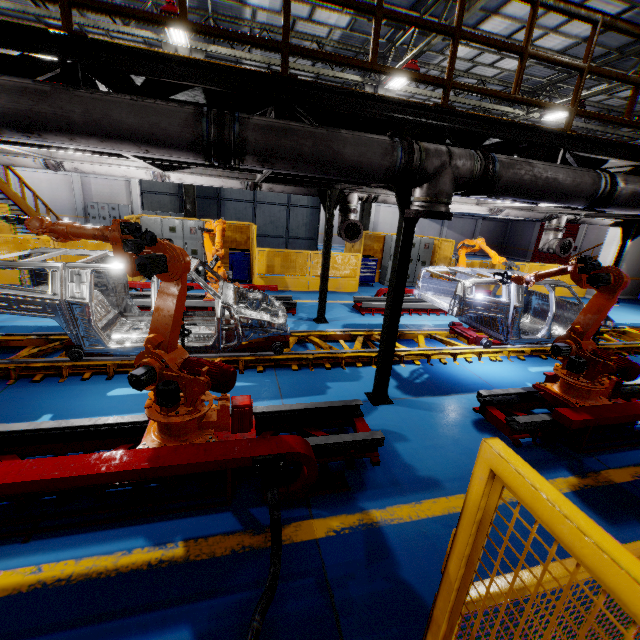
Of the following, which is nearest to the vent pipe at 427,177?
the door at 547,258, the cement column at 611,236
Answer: the cement column at 611,236

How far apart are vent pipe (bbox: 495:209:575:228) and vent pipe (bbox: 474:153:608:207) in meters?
3.7

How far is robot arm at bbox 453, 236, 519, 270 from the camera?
8.6 meters

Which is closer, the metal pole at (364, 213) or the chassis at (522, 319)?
the chassis at (522, 319)

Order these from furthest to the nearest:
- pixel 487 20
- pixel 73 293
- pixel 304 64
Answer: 1. pixel 304 64
2. pixel 487 20
3. pixel 73 293

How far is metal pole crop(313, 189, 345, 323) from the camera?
7.78m

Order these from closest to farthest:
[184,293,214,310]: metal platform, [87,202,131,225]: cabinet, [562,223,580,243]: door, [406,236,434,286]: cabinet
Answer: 1. [184,293,214,310]: metal platform
2. [406,236,434,286]: cabinet
3. [87,202,131,225]: cabinet
4. [562,223,580,243]: door

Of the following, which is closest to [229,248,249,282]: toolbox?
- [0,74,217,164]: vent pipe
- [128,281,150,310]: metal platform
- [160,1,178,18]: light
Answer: [128,281,150,310]: metal platform
